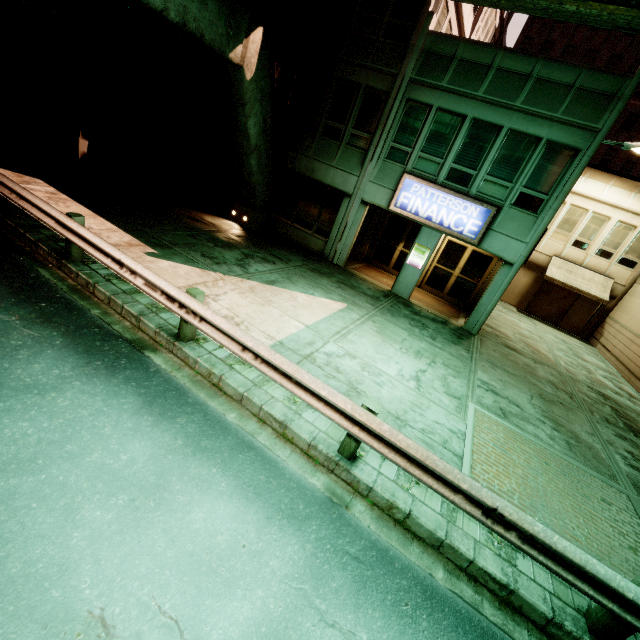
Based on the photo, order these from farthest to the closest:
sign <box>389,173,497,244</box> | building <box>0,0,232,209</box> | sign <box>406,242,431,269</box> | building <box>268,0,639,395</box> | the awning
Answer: the awning, sign <box>406,242,431,269</box>, sign <box>389,173,497,244</box>, building <box>268,0,639,395</box>, building <box>0,0,232,209</box>

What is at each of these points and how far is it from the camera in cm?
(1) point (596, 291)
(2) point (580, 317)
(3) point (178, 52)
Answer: (1) awning, 1895
(2) building, 2080
(3) building, 1183

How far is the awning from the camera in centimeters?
1884cm

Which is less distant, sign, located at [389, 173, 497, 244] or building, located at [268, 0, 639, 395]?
building, located at [268, 0, 639, 395]

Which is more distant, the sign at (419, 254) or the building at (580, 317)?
the sign at (419, 254)

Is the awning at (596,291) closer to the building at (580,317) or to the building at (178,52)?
the building at (580,317)

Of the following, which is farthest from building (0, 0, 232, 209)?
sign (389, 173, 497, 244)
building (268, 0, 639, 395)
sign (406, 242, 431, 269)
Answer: sign (406, 242, 431, 269)

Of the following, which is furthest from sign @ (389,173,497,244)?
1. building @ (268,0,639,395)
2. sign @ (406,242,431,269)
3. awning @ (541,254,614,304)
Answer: awning @ (541,254,614,304)
